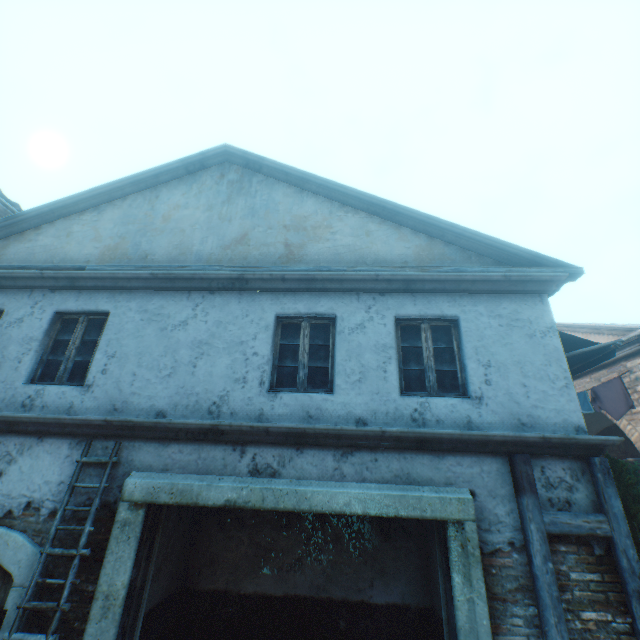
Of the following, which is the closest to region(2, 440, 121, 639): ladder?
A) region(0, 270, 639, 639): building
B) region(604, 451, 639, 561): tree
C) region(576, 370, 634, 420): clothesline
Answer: region(0, 270, 639, 639): building

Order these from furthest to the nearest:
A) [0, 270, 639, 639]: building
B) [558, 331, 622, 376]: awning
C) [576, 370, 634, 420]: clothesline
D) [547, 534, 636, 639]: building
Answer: [576, 370, 634, 420]: clothesline < [558, 331, 622, 376]: awning < [0, 270, 639, 639]: building < [547, 534, 636, 639]: building

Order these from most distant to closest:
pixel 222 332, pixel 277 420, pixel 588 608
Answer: pixel 222 332
pixel 277 420
pixel 588 608

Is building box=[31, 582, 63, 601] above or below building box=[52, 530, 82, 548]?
below

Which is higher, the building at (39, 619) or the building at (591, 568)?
the building at (591, 568)

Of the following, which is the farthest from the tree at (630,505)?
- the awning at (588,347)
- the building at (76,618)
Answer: the awning at (588,347)

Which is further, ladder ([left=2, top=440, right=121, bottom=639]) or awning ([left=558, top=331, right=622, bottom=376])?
awning ([left=558, top=331, right=622, bottom=376])
